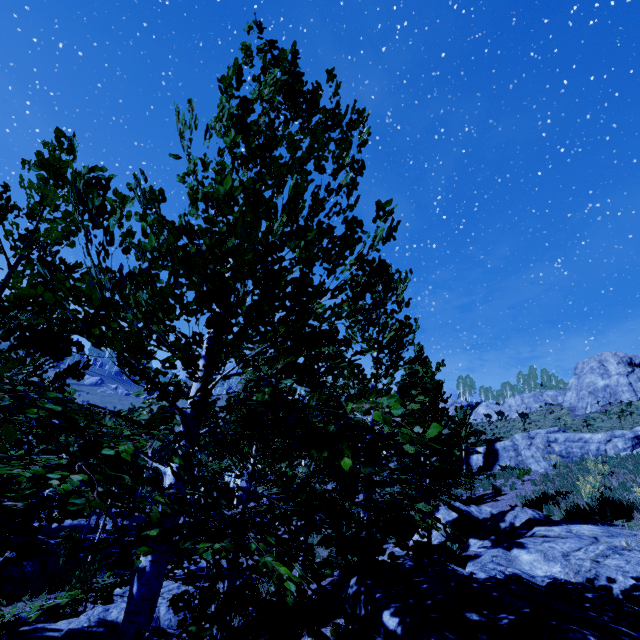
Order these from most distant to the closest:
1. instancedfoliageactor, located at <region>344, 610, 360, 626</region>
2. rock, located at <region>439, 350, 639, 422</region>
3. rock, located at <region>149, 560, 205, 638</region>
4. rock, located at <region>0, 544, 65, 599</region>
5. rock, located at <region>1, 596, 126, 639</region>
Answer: rock, located at <region>439, 350, 639, 422</region>
rock, located at <region>0, 544, 65, 599</region>
rock, located at <region>149, 560, 205, 638</region>
rock, located at <region>1, 596, 126, 639</region>
instancedfoliageactor, located at <region>344, 610, 360, 626</region>

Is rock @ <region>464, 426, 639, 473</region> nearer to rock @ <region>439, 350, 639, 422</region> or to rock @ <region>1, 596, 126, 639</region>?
rock @ <region>439, 350, 639, 422</region>

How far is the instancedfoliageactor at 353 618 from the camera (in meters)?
1.74

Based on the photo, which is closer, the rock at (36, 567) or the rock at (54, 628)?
the rock at (54, 628)

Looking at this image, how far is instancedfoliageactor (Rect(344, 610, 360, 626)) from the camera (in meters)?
1.74

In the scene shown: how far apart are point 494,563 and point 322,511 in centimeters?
564cm

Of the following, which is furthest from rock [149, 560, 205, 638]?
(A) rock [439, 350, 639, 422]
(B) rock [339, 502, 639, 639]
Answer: (A) rock [439, 350, 639, 422]
